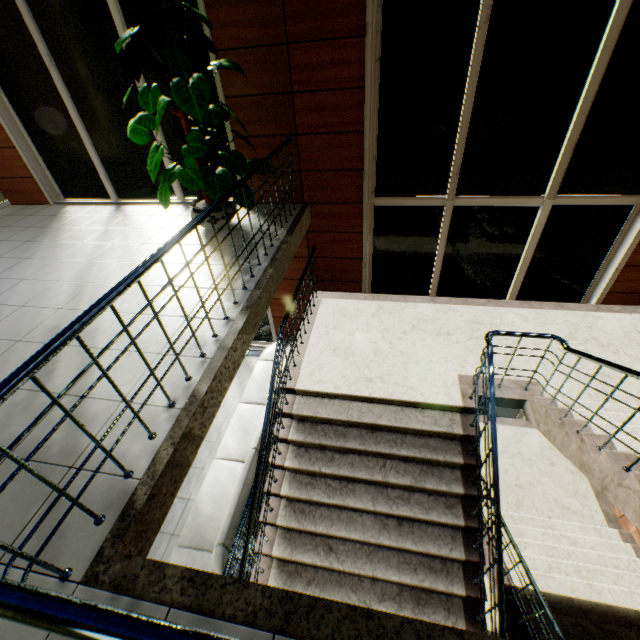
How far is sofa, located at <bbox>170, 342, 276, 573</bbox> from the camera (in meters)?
3.97

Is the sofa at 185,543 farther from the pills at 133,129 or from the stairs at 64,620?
the pills at 133,129

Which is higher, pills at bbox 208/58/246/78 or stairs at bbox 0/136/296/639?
pills at bbox 208/58/246/78

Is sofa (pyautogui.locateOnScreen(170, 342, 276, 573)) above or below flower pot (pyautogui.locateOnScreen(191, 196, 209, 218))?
below

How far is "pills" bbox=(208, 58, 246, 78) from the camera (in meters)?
A: 3.64

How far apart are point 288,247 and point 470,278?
3.5 meters

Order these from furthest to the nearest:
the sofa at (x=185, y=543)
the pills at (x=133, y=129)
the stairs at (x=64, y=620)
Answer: the sofa at (x=185, y=543) → the pills at (x=133, y=129) → the stairs at (x=64, y=620)

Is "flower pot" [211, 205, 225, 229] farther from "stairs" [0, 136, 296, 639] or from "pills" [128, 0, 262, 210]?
"stairs" [0, 136, 296, 639]
